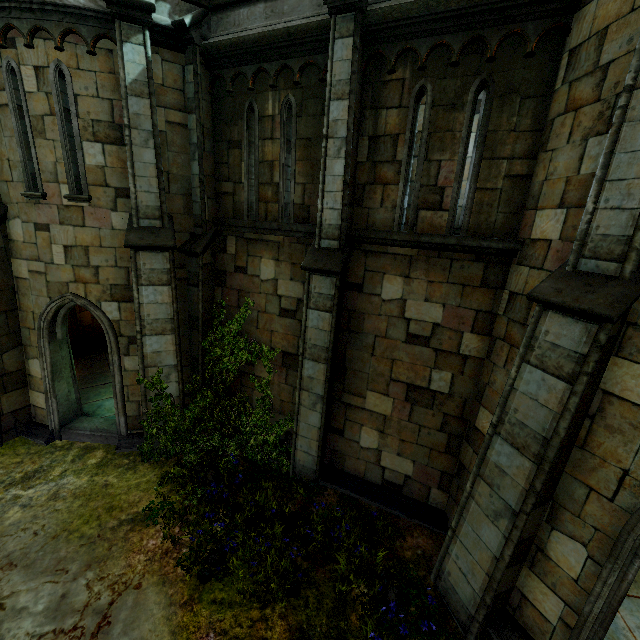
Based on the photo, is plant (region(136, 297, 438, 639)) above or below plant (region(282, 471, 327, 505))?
above

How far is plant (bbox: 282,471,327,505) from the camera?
7.2 meters

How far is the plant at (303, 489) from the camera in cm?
723

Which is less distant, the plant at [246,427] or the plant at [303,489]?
the plant at [246,427]

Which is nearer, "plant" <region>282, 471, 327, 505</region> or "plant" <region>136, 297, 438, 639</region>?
"plant" <region>136, 297, 438, 639</region>

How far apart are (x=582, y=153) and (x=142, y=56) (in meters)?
8.01
